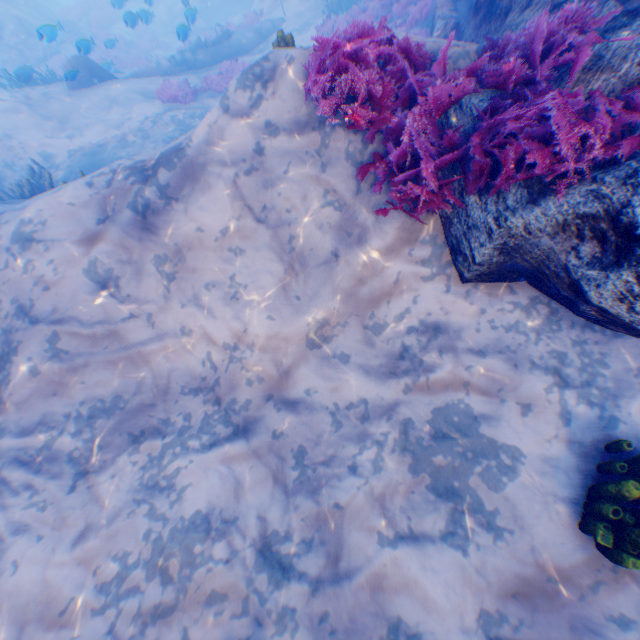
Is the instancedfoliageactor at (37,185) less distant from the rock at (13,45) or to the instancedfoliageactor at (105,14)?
the rock at (13,45)

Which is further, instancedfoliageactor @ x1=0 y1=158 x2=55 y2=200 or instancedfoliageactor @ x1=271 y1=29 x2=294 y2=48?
instancedfoliageactor @ x1=0 y1=158 x2=55 y2=200

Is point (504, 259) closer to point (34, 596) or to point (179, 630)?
point (179, 630)

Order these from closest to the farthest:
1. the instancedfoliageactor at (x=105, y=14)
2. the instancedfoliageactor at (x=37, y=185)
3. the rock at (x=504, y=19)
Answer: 1. the rock at (x=504, y=19)
2. the instancedfoliageactor at (x=37, y=185)
3. the instancedfoliageactor at (x=105, y=14)

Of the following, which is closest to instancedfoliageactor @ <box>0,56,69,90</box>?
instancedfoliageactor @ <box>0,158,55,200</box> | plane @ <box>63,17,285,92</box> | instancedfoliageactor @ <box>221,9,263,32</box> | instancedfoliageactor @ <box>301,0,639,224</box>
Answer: plane @ <box>63,17,285,92</box>

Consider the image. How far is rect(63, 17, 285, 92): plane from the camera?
12.16m

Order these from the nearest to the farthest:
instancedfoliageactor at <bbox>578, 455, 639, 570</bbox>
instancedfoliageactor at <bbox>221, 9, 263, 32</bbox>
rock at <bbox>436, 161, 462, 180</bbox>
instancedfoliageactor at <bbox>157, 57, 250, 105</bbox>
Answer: instancedfoliageactor at <bbox>578, 455, 639, 570</bbox> < rock at <bbox>436, 161, 462, 180</bbox> < instancedfoliageactor at <bbox>157, 57, 250, 105</bbox> < instancedfoliageactor at <bbox>221, 9, 263, 32</bbox>

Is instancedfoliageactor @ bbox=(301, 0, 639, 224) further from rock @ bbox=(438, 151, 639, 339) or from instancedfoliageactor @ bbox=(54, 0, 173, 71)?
instancedfoliageactor @ bbox=(54, 0, 173, 71)
